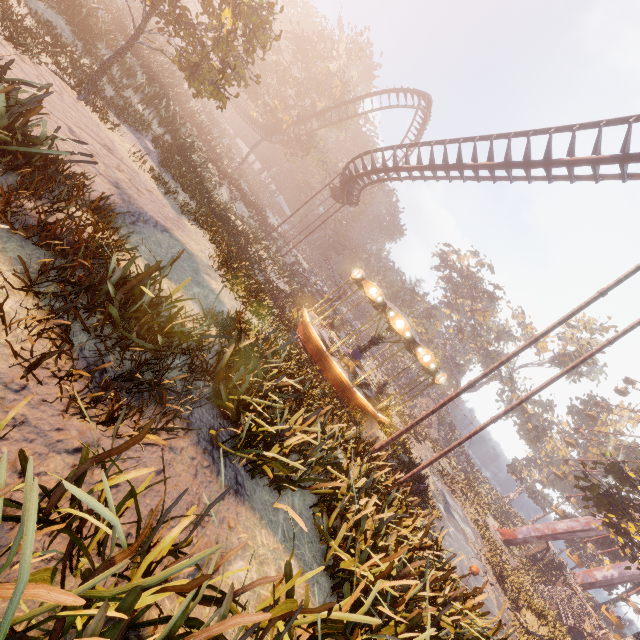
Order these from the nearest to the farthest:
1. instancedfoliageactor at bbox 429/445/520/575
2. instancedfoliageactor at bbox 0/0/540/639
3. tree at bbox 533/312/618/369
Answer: instancedfoliageactor at bbox 0/0/540/639 → instancedfoliageactor at bbox 429/445/520/575 → tree at bbox 533/312/618/369

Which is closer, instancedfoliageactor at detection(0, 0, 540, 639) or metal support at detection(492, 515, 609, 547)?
instancedfoliageactor at detection(0, 0, 540, 639)

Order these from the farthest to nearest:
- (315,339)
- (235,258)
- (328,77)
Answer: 1. (328,77)
2. (315,339)
3. (235,258)

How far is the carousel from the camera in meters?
14.6

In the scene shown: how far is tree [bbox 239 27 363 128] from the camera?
35.9 meters

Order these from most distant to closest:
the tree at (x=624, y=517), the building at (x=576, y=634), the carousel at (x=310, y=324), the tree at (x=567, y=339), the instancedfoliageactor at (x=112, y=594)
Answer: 1. the tree at (x=567, y=339)
2. the building at (x=576, y=634)
3. the tree at (x=624, y=517)
4. the carousel at (x=310, y=324)
5. the instancedfoliageactor at (x=112, y=594)

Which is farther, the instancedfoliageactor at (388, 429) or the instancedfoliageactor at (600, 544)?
the instancedfoliageactor at (600, 544)

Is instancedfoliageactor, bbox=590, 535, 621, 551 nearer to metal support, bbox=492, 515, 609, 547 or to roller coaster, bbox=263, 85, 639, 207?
metal support, bbox=492, 515, 609, 547
